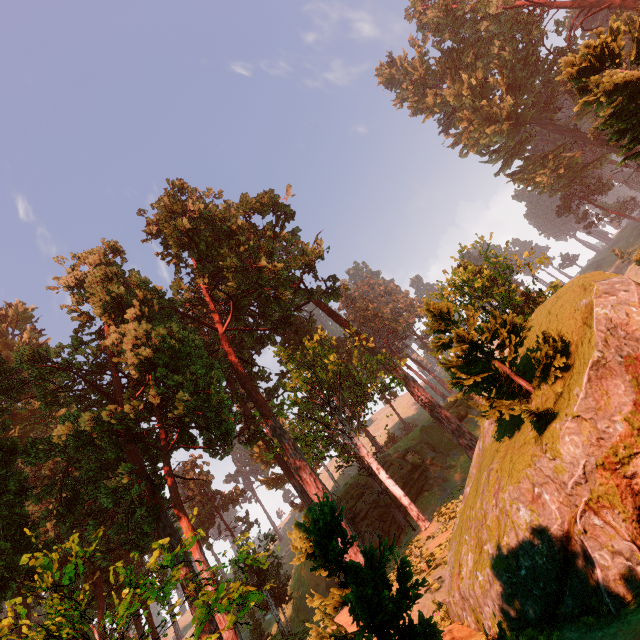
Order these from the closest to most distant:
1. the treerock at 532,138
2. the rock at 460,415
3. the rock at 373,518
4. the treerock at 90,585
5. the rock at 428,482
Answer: the treerock at 90,585
the treerock at 532,138
the rock at 373,518
the rock at 428,482
the rock at 460,415

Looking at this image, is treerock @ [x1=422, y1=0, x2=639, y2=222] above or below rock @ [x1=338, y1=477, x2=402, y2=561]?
above

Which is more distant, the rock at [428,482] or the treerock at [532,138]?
the rock at [428,482]

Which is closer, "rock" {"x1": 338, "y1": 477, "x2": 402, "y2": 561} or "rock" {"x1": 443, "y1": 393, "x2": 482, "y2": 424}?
"rock" {"x1": 338, "y1": 477, "x2": 402, "y2": 561}

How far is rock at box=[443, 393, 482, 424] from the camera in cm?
4125

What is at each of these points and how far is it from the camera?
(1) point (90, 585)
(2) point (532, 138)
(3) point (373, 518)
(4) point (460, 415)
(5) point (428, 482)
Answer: (1) treerock, 28.73m
(2) treerock, 57.56m
(3) rock, 32.47m
(4) rock, 41.31m
(5) rock, 36.09m

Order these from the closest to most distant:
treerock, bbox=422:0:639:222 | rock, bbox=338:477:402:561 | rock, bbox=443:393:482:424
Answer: treerock, bbox=422:0:639:222
rock, bbox=338:477:402:561
rock, bbox=443:393:482:424
